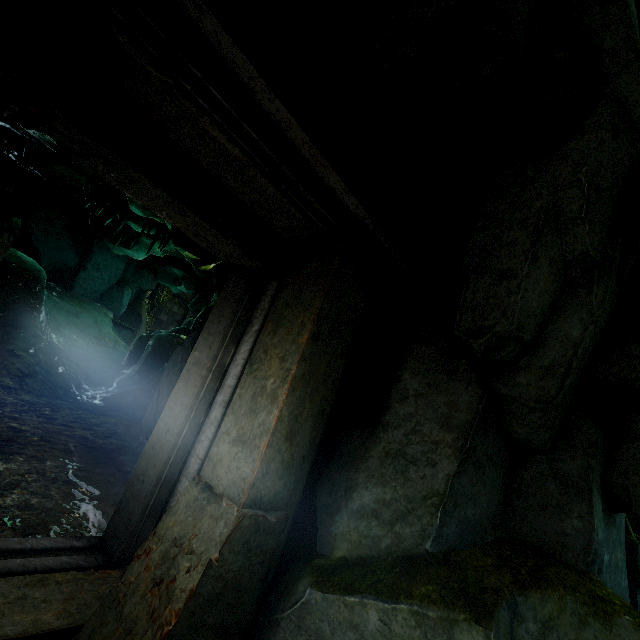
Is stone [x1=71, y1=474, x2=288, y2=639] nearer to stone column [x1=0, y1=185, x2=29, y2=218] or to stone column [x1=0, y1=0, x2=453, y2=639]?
stone column [x1=0, y1=0, x2=453, y2=639]

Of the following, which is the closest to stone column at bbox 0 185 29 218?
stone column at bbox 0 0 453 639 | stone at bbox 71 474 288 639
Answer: stone column at bbox 0 0 453 639

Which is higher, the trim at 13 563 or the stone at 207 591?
the stone at 207 591

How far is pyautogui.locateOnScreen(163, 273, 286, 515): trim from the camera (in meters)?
3.09

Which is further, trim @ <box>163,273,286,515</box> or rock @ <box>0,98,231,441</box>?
rock @ <box>0,98,231,441</box>

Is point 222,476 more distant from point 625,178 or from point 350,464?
point 625,178

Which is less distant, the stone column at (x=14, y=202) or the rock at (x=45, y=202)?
the stone column at (x=14, y=202)

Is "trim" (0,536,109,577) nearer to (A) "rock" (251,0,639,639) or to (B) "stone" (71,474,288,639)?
(B) "stone" (71,474,288,639)
